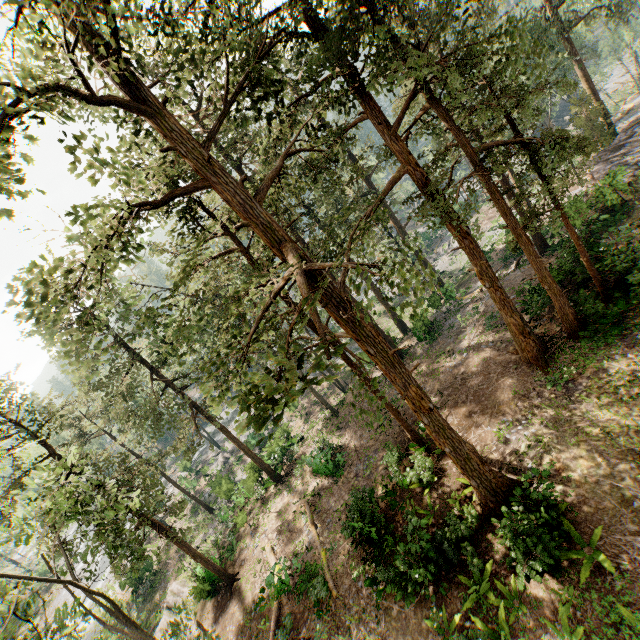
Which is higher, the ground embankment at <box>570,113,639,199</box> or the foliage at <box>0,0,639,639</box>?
the foliage at <box>0,0,639,639</box>

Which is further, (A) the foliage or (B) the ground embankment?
(B) the ground embankment

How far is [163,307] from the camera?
8.50m

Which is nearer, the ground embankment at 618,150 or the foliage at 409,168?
the foliage at 409,168

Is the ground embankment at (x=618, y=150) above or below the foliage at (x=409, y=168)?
below
